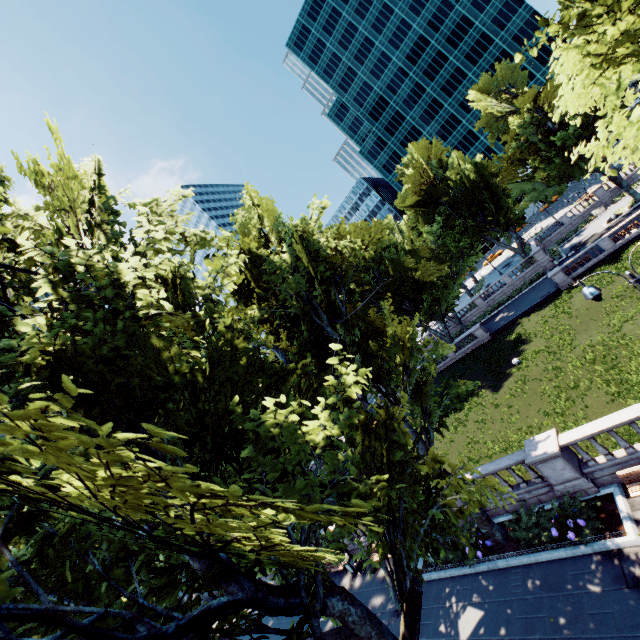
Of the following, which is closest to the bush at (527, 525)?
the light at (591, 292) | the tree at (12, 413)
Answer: the tree at (12, 413)

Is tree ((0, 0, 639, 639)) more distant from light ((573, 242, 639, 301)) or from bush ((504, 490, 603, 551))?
light ((573, 242, 639, 301))

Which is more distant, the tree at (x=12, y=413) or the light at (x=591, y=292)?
the light at (x=591, y=292)

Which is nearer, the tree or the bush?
the tree

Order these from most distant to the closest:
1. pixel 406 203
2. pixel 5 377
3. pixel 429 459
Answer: pixel 406 203
pixel 429 459
pixel 5 377

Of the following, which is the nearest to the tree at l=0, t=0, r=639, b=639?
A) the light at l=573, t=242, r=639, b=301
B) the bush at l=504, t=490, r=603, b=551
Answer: the bush at l=504, t=490, r=603, b=551

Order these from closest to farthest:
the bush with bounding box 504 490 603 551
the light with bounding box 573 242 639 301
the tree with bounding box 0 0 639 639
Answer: the tree with bounding box 0 0 639 639 < the light with bounding box 573 242 639 301 < the bush with bounding box 504 490 603 551
